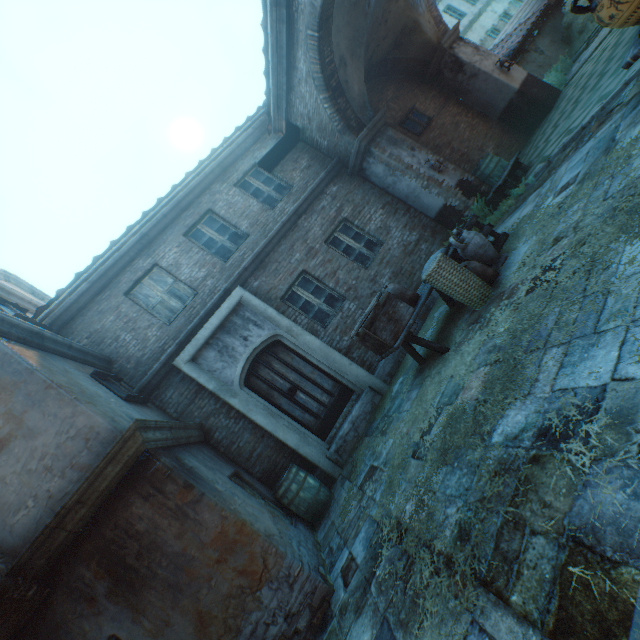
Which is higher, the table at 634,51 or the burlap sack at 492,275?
the table at 634,51

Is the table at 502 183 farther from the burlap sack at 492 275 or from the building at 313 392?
the burlap sack at 492 275

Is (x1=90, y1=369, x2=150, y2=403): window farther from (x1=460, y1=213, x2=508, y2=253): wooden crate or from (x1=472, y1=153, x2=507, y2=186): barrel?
(x1=472, y1=153, x2=507, y2=186): barrel

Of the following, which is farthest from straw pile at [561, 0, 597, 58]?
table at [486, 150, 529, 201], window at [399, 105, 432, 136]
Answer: table at [486, 150, 529, 201]

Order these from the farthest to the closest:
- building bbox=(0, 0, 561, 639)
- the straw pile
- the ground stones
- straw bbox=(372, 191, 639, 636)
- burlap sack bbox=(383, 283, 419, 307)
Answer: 1. the straw pile
2. burlap sack bbox=(383, 283, 419, 307)
3. the ground stones
4. building bbox=(0, 0, 561, 639)
5. straw bbox=(372, 191, 639, 636)

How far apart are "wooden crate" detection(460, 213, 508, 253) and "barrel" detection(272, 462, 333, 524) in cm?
475

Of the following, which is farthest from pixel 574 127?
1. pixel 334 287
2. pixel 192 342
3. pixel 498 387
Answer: pixel 192 342

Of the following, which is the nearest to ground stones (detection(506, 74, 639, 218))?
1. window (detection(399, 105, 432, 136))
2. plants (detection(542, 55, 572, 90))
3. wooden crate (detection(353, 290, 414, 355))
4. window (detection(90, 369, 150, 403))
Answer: wooden crate (detection(353, 290, 414, 355))
